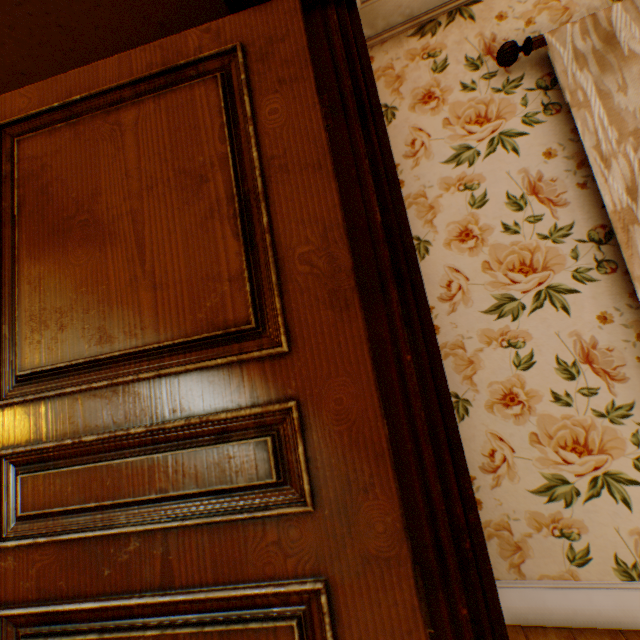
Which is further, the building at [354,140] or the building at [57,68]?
the building at [57,68]

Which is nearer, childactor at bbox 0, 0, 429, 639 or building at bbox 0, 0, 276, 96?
childactor at bbox 0, 0, 429, 639

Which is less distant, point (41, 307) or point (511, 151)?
point (41, 307)

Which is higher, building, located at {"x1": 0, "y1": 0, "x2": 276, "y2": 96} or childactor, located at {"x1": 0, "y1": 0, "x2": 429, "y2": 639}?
building, located at {"x1": 0, "y1": 0, "x2": 276, "y2": 96}

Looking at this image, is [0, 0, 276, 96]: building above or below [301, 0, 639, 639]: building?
above

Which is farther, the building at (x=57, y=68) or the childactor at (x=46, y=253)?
the building at (x=57, y=68)

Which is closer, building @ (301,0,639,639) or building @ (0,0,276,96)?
building @ (301,0,639,639)
